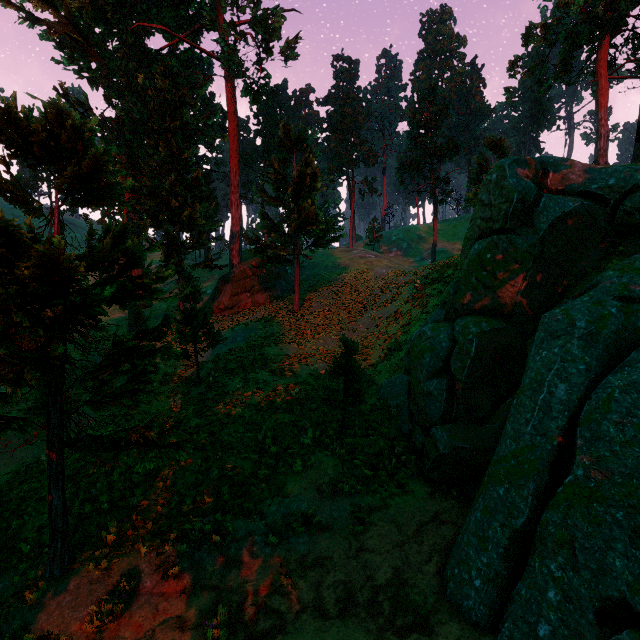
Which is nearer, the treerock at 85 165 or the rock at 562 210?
the rock at 562 210

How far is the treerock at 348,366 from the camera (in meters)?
11.24

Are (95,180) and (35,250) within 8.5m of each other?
yes

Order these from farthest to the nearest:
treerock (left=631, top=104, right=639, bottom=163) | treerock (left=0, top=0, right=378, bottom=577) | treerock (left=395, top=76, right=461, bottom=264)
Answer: treerock (left=395, top=76, right=461, bottom=264) → treerock (left=631, top=104, right=639, bottom=163) → treerock (left=0, top=0, right=378, bottom=577)

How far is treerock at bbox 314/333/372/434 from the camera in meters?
11.2
